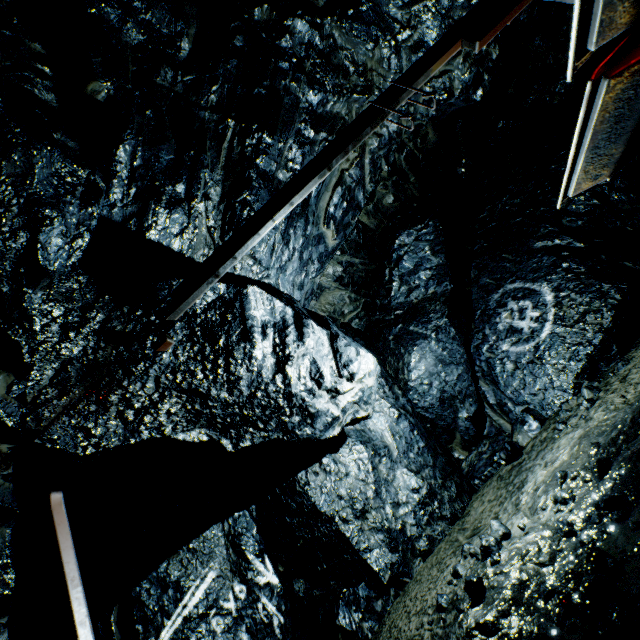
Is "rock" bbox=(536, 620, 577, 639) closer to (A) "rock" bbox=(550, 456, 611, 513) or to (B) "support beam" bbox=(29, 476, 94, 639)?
(A) "rock" bbox=(550, 456, 611, 513)

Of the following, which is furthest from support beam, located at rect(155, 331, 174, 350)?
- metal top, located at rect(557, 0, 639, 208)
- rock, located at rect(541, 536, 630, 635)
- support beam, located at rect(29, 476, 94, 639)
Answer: rock, located at rect(541, 536, 630, 635)

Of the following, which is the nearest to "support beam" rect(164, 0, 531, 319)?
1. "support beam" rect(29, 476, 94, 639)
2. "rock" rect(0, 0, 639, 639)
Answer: "rock" rect(0, 0, 639, 639)

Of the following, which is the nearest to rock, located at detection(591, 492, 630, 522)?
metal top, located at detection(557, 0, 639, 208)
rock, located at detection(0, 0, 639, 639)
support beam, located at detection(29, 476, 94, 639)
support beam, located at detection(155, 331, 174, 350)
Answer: rock, located at detection(0, 0, 639, 639)

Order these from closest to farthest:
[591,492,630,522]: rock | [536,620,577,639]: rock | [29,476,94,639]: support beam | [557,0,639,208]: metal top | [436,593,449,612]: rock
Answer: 1. [557,0,639,208]: metal top
2. [29,476,94,639]: support beam
3. [536,620,577,639]: rock
4. [591,492,630,522]: rock
5. [436,593,449,612]: rock

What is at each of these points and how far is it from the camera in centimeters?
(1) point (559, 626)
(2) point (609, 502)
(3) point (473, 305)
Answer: (1) rock, 295cm
(2) rock, 351cm
(3) rock, 931cm

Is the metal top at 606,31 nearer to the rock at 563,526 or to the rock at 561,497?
the rock at 561,497

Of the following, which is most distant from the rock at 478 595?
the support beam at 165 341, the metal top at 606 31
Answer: the metal top at 606 31
